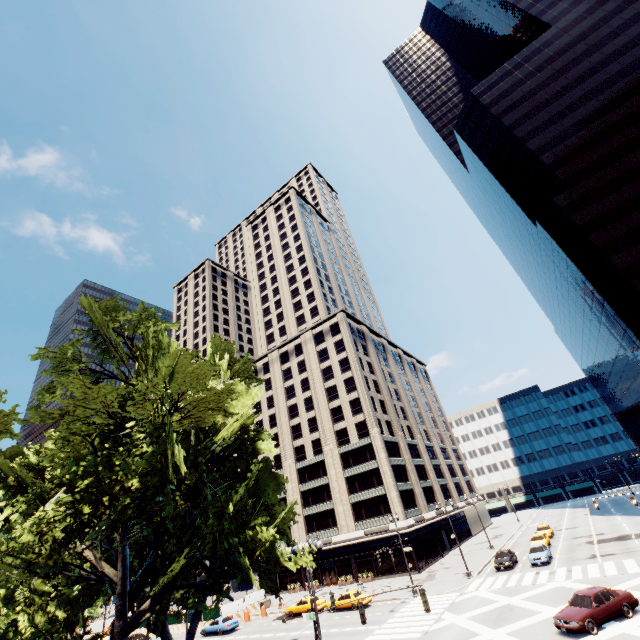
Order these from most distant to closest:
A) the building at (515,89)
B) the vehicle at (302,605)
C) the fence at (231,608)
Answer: the fence at (231,608) → the building at (515,89) → the vehicle at (302,605)

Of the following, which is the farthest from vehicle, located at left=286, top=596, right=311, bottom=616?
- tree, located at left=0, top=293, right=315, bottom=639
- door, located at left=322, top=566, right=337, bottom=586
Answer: tree, located at left=0, top=293, right=315, bottom=639

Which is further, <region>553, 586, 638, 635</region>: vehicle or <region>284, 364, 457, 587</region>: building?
<region>284, 364, 457, 587</region>: building

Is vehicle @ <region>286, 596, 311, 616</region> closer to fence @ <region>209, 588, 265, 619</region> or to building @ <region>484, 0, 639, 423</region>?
fence @ <region>209, 588, 265, 619</region>

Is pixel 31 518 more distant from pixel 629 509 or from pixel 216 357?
pixel 629 509

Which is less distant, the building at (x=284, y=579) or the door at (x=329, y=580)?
the door at (x=329, y=580)

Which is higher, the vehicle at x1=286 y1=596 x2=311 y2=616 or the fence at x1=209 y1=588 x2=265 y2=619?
the fence at x1=209 y1=588 x2=265 y2=619

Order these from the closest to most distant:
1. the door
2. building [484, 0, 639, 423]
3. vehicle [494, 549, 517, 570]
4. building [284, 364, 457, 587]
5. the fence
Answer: vehicle [494, 549, 517, 570] < building [484, 0, 639, 423] < the fence < building [284, 364, 457, 587] < the door
